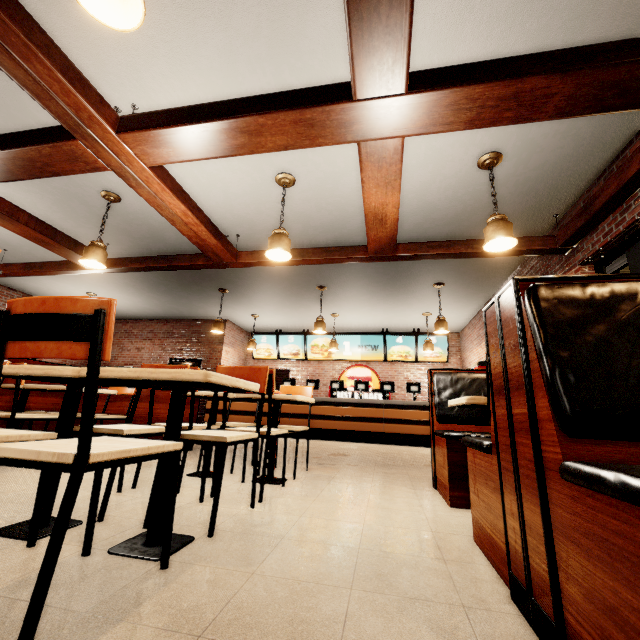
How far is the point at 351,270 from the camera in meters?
6.5

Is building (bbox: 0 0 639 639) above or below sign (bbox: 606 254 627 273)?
below

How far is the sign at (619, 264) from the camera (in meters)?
10.21

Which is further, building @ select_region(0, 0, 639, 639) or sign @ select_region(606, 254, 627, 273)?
sign @ select_region(606, 254, 627, 273)

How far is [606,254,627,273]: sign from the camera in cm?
1021

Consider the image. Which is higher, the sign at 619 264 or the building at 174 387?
the sign at 619 264
